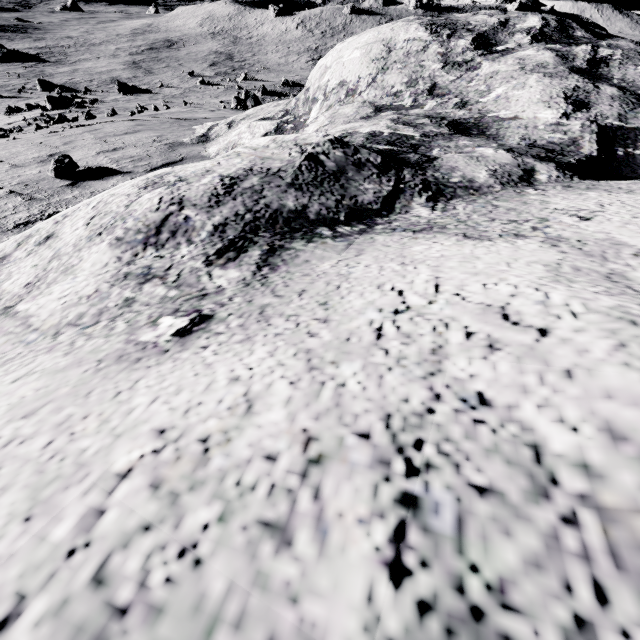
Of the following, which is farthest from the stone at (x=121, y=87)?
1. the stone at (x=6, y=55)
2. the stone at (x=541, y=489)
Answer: the stone at (x=541, y=489)

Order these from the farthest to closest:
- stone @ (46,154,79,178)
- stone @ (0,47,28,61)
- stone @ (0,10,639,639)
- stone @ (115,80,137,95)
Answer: stone @ (0,47,28,61) → stone @ (115,80,137,95) → stone @ (46,154,79,178) → stone @ (0,10,639,639)

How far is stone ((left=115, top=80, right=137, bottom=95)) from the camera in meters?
38.9

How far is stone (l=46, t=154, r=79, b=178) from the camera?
4.30m

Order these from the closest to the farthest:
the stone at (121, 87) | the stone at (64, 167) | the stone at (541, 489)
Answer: the stone at (541, 489) → the stone at (64, 167) → the stone at (121, 87)

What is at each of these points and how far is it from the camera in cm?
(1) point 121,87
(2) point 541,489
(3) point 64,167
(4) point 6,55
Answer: (1) stone, 3981
(2) stone, 52
(3) stone, 438
(4) stone, 5781

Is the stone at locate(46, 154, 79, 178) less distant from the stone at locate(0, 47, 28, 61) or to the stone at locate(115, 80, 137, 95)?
the stone at locate(115, 80, 137, 95)

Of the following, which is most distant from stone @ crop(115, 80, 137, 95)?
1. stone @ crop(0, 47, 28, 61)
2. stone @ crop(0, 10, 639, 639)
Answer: stone @ crop(0, 10, 639, 639)
